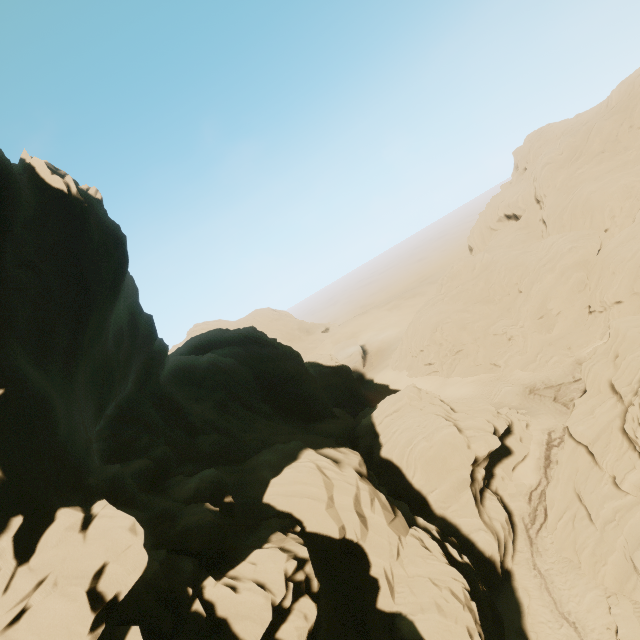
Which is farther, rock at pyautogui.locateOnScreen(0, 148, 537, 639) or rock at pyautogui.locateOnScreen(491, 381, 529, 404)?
rock at pyautogui.locateOnScreen(491, 381, 529, 404)

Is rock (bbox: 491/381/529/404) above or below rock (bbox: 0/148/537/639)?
below

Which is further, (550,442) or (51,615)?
(550,442)

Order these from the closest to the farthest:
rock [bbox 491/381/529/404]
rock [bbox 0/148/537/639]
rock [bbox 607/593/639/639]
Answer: rock [bbox 0/148/537/639]
rock [bbox 607/593/639/639]
rock [bbox 491/381/529/404]

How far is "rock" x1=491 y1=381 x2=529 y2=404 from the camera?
41.6 meters

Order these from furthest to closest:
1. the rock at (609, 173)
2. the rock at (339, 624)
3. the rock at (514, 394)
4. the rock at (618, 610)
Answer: the rock at (514, 394) → the rock at (609, 173) → the rock at (618, 610) → the rock at (339, 624)

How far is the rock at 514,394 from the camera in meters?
41.6
